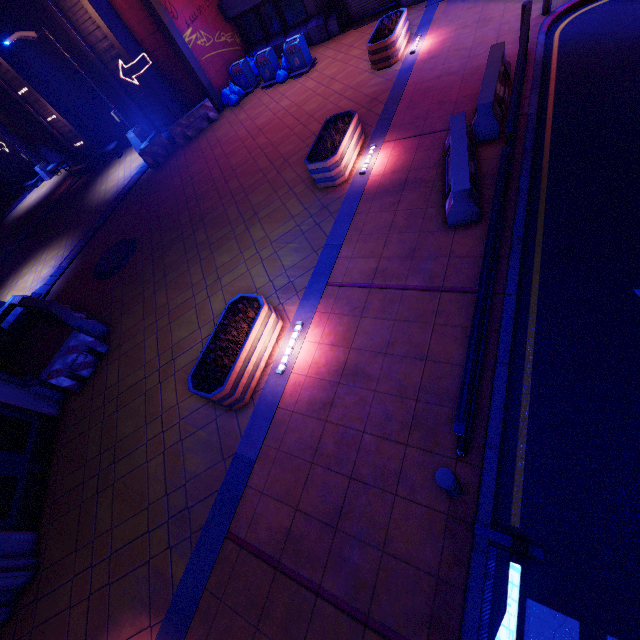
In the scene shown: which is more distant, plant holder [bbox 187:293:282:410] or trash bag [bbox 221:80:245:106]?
trash bag [bbox 221:80:245:106]

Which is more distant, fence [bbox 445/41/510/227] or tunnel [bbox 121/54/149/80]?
tunnel [bbox 121/54/149/80]

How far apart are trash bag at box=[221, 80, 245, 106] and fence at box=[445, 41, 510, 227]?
12.7 meters

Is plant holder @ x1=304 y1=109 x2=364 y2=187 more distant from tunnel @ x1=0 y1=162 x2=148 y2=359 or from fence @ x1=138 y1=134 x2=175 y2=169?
tunnel @ x1=0 y1=162 x2=148 y2=359

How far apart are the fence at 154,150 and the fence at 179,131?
0.3m

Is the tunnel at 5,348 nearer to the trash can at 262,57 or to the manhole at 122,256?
the manhole at 122,256

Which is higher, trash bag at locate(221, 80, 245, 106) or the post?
the post

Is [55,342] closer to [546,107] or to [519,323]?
[519,323]
